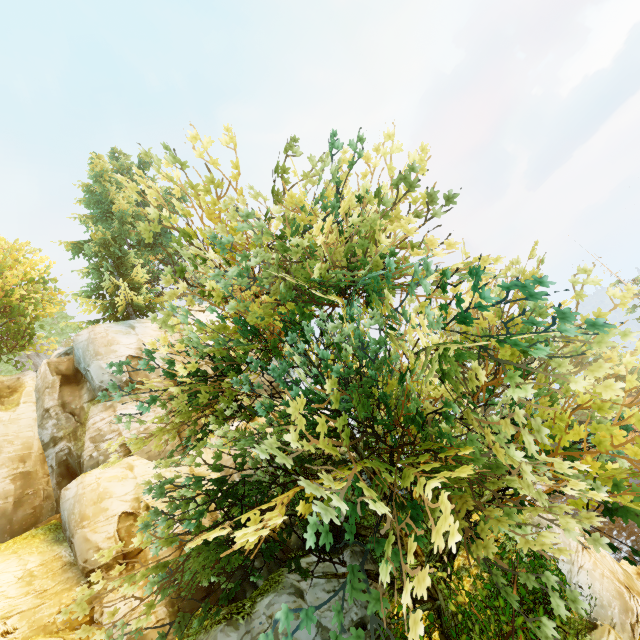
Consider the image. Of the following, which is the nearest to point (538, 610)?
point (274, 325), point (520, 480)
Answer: point (520, 480)
